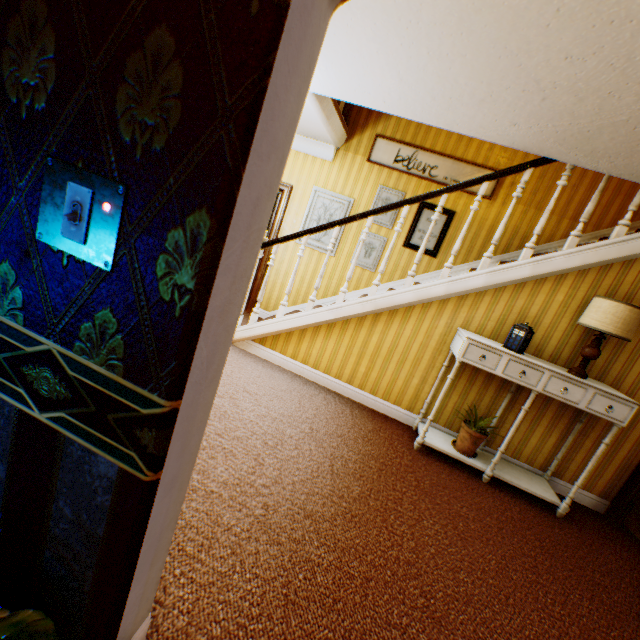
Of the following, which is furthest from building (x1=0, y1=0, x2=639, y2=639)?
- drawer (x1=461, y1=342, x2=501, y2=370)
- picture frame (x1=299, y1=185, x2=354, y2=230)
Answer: drawer (x1=461, y1=342, x2=501, y2=370)

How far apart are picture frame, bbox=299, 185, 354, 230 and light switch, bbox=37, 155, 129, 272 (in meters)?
4.88

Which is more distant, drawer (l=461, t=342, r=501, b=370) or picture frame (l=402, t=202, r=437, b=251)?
picture frame (l=402, t=202, r=437, b=251)

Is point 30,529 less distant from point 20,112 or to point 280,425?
point 20,112

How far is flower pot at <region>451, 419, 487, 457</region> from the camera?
3.4m

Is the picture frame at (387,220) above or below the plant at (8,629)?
above

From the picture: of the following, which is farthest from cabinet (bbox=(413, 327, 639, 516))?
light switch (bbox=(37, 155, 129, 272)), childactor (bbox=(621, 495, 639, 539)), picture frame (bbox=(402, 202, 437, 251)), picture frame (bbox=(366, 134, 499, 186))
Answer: light switch (bbox=(37, 155, 129, 272))

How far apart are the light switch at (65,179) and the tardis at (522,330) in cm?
349
